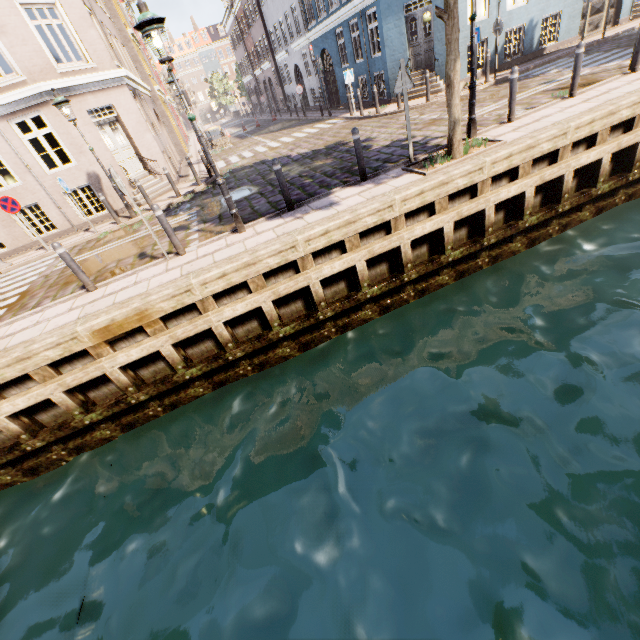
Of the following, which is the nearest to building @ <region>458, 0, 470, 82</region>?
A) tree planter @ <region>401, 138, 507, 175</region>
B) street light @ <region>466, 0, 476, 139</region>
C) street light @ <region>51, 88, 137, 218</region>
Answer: street light @ <region>51, 88, 137, 218</region>

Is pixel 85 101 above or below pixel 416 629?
above

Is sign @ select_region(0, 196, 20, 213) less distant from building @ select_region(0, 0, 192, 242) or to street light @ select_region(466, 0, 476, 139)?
building @ select_region(0, 0, 192, 242)

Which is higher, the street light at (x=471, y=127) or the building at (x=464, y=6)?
the building at (x=464, y=6)

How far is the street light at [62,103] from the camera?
9.49m

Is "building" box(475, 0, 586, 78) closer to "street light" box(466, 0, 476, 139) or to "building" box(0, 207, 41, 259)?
"street light" box(466, 0, 476, 139)

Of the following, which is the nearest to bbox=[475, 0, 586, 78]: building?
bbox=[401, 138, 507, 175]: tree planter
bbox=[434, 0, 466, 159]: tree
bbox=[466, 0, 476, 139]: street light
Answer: bbox=[434, 0, 466, 159]: tree

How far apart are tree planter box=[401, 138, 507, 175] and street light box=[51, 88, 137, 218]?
9.58m
